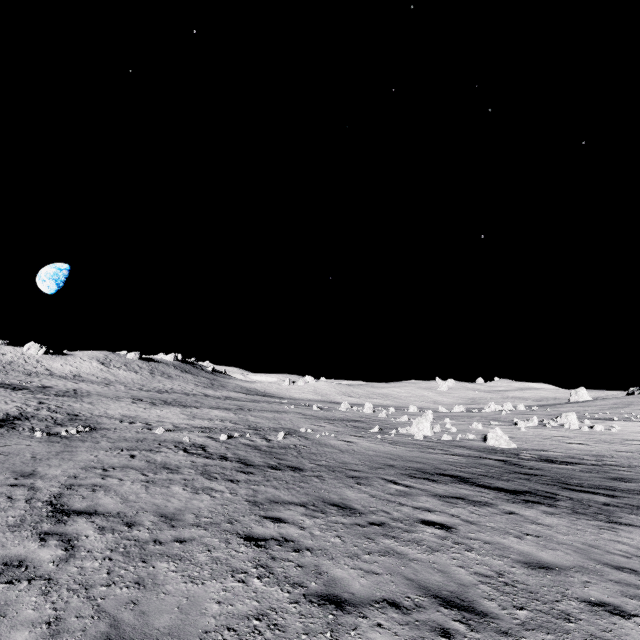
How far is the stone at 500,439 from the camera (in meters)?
21.61

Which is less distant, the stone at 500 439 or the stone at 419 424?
the stone at 500 439

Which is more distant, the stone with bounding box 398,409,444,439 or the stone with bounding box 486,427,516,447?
the stone with bounding box 398,409,444,439

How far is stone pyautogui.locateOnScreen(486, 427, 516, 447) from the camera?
21.6m

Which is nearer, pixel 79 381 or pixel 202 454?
pixel 202 454

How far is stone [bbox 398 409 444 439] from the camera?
25.7 meters
